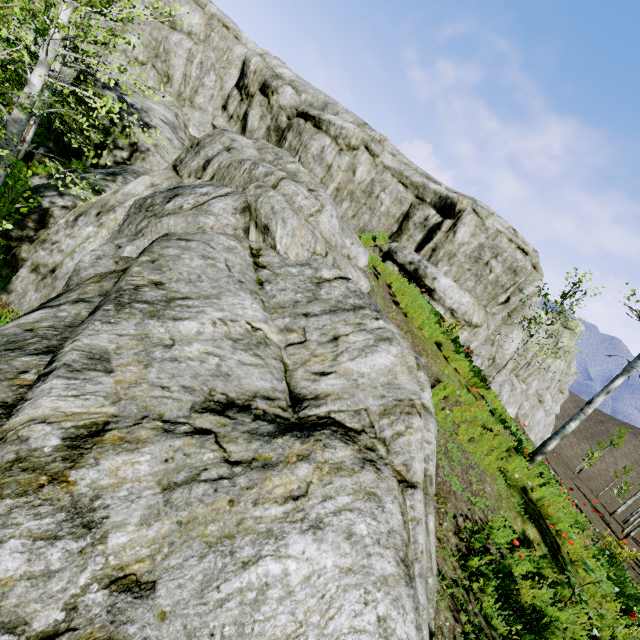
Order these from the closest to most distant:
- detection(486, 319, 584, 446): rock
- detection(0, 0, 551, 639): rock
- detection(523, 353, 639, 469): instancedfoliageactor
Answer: detection(0, 0, 551, 639): rock → detection(523, 353, 639, 469): instancedfoliageactor → detection(486, 319, 584, 446): rock

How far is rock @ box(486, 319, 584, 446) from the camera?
21.8 meters

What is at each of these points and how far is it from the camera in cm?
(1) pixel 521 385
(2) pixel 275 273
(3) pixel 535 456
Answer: (1) rock, 2333
(2) rock, 626
(3) instancedfoliageactor, 865

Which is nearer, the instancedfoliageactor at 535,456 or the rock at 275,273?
the rock at 275,273

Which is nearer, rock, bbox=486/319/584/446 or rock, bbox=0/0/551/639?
rock, bbox=0/0/551/639

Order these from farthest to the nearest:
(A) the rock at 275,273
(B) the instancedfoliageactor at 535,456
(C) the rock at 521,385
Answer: (C) the rock at 521,385 → (B) the instancedfoliageactor at 535,456 → (A) the rock at 275,273

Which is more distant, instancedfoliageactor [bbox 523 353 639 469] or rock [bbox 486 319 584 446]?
rock [bbox 486 319 584 446]
